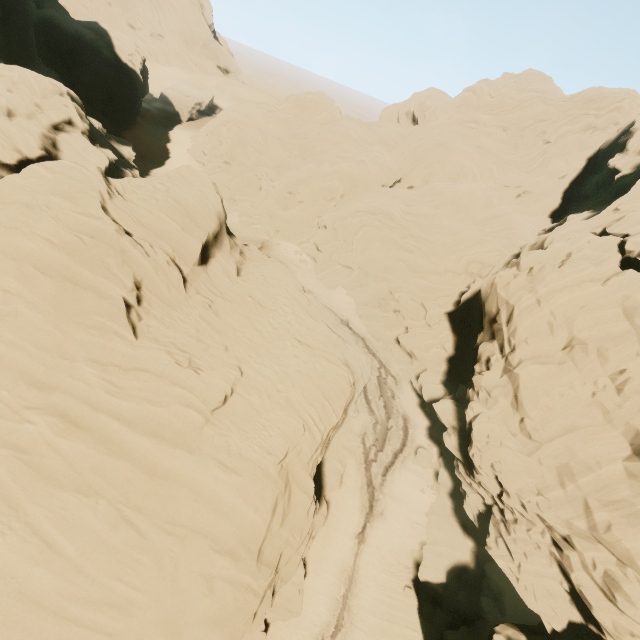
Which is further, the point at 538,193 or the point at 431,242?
the point at 538,193
